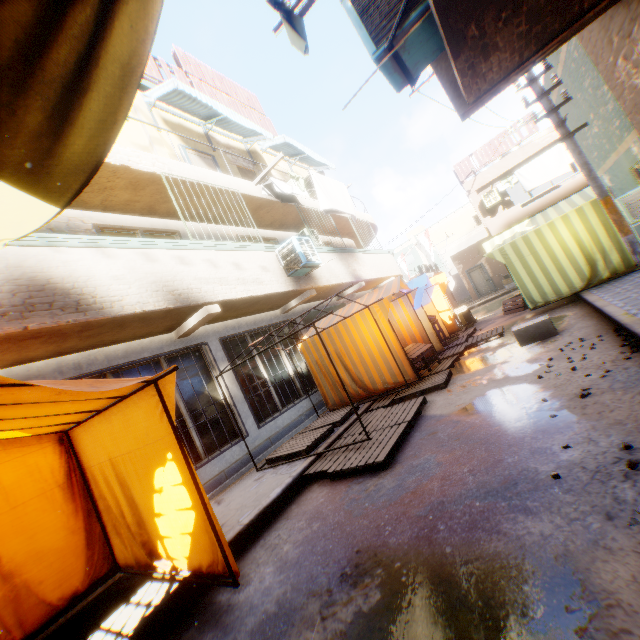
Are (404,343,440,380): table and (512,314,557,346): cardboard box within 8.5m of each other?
yes

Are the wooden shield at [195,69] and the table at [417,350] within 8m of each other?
no

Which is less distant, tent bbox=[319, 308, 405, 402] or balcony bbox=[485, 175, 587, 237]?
tent bbox=[319, 308, 405, 402]

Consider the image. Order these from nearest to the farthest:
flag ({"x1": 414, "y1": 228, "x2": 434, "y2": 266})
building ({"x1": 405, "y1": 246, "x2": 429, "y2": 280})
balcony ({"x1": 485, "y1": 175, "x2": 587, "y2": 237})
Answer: balcony ({"x1": 485, "y1": 175, "x2": 587, "y2": 237})
flag ({"x1": 414, "y1": 228, "x2": 434, "y2": 266})
building ({"x1": 405, "y1": 246, "x2": 429, "y2": 280})

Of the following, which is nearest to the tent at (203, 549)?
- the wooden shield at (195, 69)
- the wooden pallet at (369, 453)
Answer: the wooden pallet at (369, 453)

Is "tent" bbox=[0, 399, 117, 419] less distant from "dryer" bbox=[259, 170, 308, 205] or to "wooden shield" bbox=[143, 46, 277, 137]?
"dryer" bbox=[259, 170, 308, 205]

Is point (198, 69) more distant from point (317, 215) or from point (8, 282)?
point (8, 282)

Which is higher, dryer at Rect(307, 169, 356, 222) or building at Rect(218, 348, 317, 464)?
dryer at Rect(307, 169, 356, 222)
